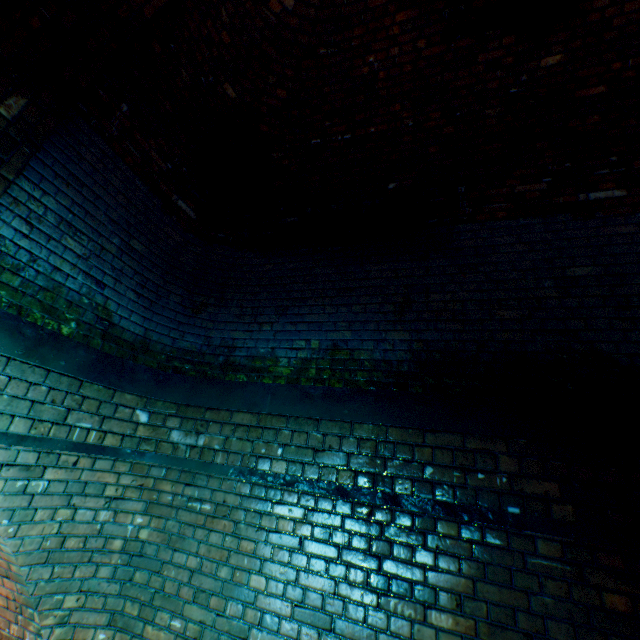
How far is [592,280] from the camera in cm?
248
